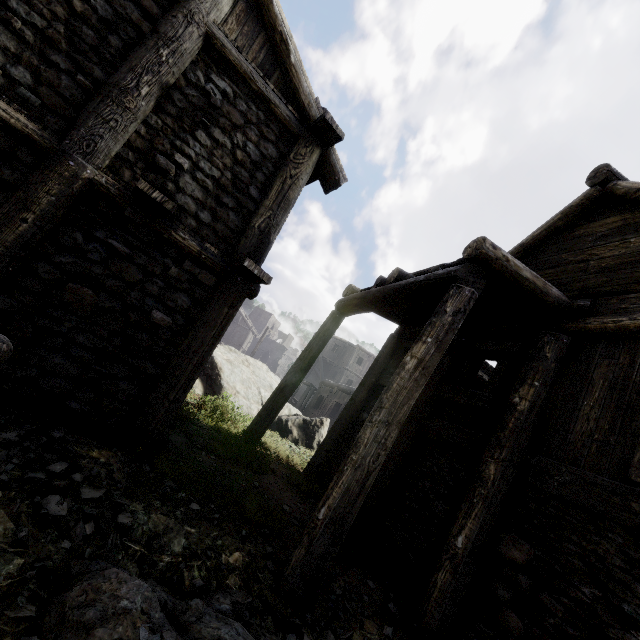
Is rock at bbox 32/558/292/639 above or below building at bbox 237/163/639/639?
below

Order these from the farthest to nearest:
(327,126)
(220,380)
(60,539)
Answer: (220,380), (327,126), (60,539)

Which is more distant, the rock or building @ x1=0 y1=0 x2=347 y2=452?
building @ x1=0 y1=0 x2=347 y2=452

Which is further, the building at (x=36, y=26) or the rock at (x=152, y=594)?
the building at (x=36, y=26)
